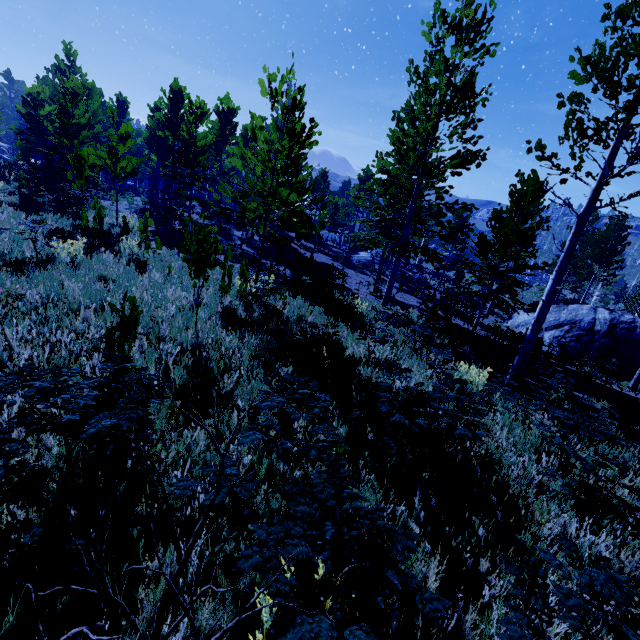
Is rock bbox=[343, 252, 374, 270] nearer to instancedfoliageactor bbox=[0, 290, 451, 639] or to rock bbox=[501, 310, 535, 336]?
instancedfoliageactor bbox=[0, 290, 451, 639]

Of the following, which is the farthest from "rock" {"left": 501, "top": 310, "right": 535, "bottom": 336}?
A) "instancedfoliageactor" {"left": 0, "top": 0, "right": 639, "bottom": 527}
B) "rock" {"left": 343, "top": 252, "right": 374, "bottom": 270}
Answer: "rock" {"left": 343, "top": 252, "right": 374, "bottom": 270}

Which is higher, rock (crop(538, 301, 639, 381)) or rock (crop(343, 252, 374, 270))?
rock (crop(343, 252, 374, 270))

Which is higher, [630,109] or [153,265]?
[630,109]

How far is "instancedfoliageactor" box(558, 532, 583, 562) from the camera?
1.9 meters

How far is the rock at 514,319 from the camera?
20.60m

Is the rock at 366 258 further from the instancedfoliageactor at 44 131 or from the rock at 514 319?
the rock at 514 319

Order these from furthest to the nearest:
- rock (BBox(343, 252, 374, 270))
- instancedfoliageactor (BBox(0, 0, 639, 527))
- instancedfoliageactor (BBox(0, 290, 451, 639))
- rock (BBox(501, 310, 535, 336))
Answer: rock (BBox(343, 252, 374, 270)), rock (BBox(501, 310, 535, 336)), instancedfoliageactor (BBox(0, 0, 639, 527)), instancedfoliageactor (BBox(0, 290, 451, 639))
